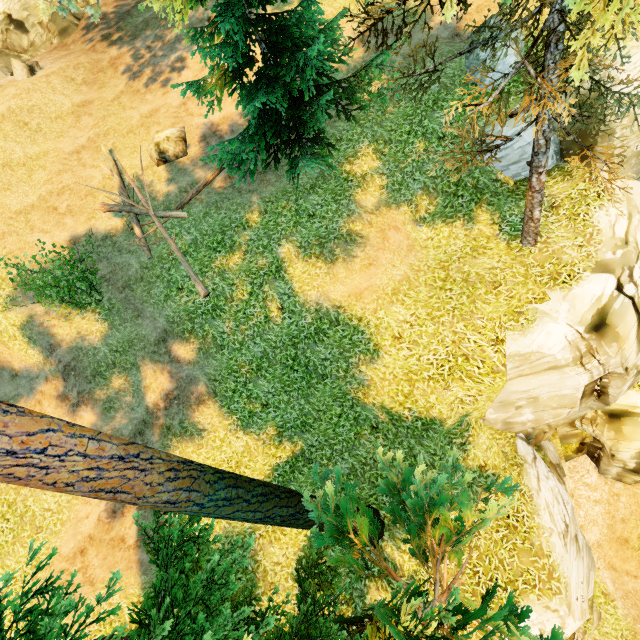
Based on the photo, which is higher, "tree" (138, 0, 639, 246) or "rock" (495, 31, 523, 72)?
"rock" (495, 31, 523, 72)

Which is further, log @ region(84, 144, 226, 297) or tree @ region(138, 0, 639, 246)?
log @ region(84, 144, 226, 297)

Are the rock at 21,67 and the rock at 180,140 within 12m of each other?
yes

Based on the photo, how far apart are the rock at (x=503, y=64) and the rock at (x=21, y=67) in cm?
2050

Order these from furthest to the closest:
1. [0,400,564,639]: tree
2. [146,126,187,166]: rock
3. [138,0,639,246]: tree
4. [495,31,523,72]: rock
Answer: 1. [146,126,187,166]: rock
2. [495,31,523,72]: rock
3. [138,0,639,246]: tree
4. [0,400,564,639]: tree

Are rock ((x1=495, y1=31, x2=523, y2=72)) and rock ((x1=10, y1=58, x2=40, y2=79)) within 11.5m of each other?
no

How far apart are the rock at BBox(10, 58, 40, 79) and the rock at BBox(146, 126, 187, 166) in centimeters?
851cm

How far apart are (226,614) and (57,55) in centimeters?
2742cm
